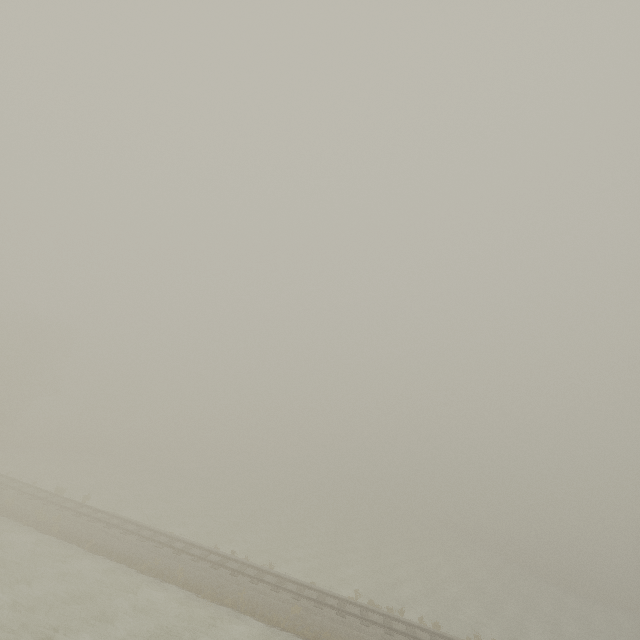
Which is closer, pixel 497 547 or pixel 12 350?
pixel 12 350
